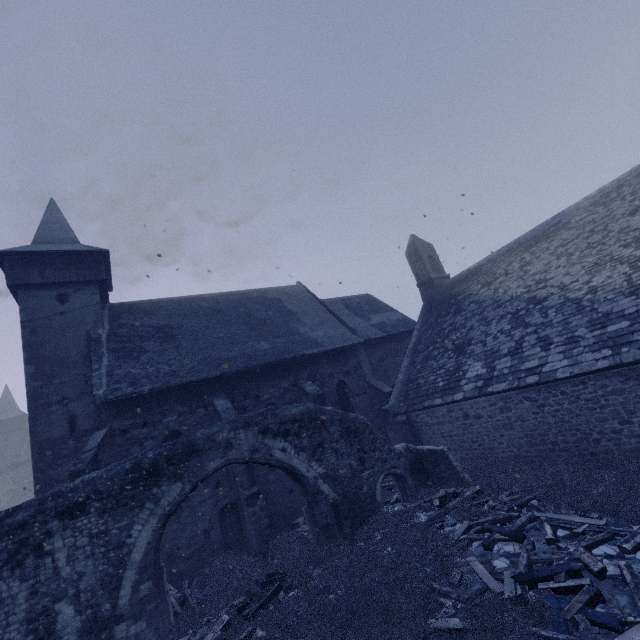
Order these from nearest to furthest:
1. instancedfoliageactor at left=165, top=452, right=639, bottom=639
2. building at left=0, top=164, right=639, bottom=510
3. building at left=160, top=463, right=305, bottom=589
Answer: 1. instancedfoliageactor at left=165, top=452, right=639, bottom=639
2. building at left=0, top=164, right=639, bottom=510
3. building at left=160, top=463, right=305, bottom=589

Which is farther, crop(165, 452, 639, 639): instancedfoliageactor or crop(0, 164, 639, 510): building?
crop(0, 164, 639, 510): building

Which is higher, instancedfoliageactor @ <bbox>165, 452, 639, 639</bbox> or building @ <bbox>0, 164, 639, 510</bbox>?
building @ <bbox>0, 164, 639, 510</bbox>

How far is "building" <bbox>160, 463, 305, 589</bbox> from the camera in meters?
11.7

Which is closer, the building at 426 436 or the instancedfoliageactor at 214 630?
the instancedfoliageactor at 214 630

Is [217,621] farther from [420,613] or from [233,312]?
[233,312]
